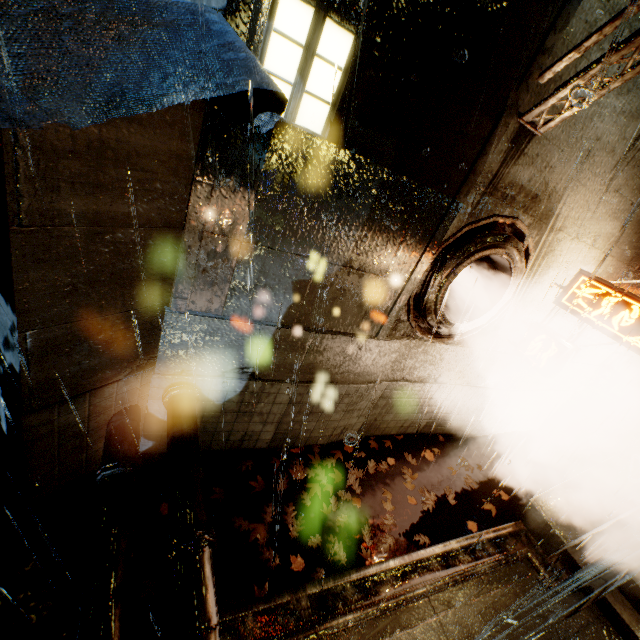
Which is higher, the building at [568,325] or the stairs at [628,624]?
the building at [568,325]

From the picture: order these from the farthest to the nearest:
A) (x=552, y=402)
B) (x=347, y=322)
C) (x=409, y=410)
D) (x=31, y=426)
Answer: (x=552, y=402) → (x=409, y=410) → (x=347, y=322) → (x=31, y=426)

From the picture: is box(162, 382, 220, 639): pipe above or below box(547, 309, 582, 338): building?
below

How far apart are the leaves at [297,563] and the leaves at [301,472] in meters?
0.8

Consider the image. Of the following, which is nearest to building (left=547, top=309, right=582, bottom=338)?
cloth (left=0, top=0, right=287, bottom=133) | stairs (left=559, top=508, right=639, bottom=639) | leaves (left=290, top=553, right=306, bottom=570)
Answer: cloth (left=0, top=0, right=287, bottom=133)

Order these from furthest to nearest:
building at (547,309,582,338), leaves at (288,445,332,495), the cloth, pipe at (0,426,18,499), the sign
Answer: building at (547,309,582,338) < leaves at (288,445,332,495) < the sign < pipe at (0,426,18,499) < the cloth

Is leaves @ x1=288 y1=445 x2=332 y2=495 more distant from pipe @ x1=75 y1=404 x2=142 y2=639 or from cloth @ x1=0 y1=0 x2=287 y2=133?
cloth @ x1=0 y1=0 x2=287 y2=133

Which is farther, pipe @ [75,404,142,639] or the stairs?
the stairs
